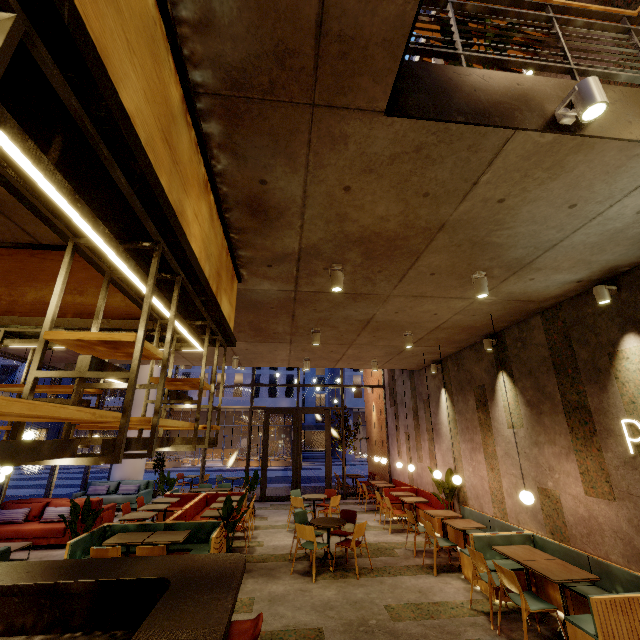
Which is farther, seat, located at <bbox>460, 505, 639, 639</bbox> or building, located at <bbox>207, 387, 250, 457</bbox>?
building, located at <bbox>207, 387, 250, 457</bbox>

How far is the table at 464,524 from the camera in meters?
6.3

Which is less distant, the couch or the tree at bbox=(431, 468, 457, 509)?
the couch

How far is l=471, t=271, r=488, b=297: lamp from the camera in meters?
4.3 m

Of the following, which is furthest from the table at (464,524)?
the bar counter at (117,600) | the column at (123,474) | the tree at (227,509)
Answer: the column at (123,474)

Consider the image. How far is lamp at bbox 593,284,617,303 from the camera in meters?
4.5 m

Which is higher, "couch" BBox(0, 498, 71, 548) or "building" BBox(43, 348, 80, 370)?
"building" BBox(43, 348, 80, 370)

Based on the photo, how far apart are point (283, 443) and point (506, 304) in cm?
3612
